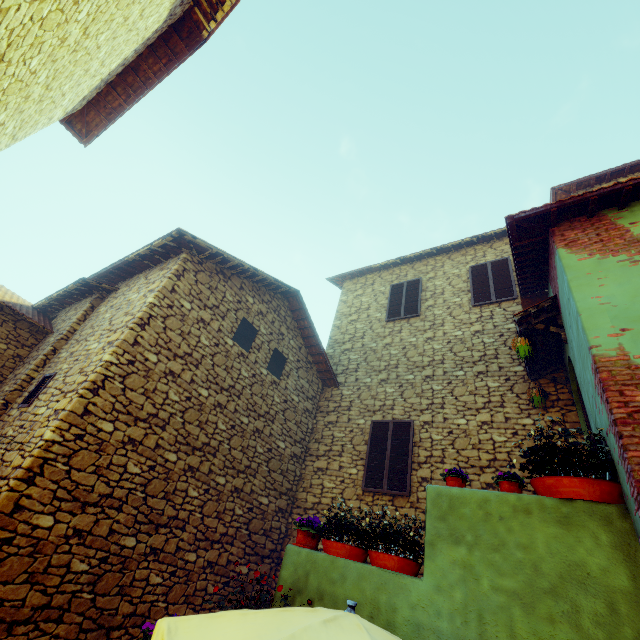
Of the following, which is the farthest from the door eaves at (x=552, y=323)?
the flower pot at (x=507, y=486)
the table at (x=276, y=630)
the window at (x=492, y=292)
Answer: the table at (x=276, y=630)

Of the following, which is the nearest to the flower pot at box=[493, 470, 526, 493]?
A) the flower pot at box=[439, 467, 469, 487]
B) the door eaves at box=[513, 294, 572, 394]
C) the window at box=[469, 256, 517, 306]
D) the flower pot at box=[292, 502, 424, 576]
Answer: the flower pot at box=[439, 467, 469, 487]

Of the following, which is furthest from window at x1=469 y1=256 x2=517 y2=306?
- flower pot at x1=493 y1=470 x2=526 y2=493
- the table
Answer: the table

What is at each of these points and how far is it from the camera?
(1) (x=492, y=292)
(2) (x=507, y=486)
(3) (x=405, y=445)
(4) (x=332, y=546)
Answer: (1) window, 8.8m
(2) flower pot, 3.8m
(3) window, 7.4m
(4) flower pot, 4.3m

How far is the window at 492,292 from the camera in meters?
8.6

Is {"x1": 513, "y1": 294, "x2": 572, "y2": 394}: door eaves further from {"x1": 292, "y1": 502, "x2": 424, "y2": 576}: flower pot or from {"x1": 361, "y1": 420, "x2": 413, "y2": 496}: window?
{"x1": 292, "y1": 502, "x2": 424, "y2": 576}: flower pot

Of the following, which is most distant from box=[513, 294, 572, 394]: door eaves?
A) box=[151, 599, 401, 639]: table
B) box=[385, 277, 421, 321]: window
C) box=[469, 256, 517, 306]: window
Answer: box=[151, 599, 401, 639]: table

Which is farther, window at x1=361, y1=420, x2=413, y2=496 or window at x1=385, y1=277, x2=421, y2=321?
window at x1=385, y1=277, x2=421, y2=321
